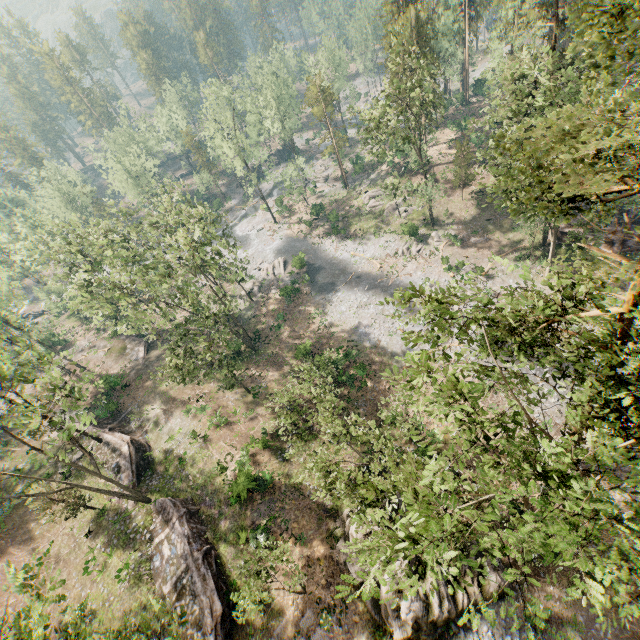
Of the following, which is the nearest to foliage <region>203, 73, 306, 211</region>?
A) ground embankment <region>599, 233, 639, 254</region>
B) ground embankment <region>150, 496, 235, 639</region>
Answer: ground embankment <region>599, 233, 639, 254</region>

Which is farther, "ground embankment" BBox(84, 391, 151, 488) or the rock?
"ground embankment" BBox(84, 391, 151, 488)

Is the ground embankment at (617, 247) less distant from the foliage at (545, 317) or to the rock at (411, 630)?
the foliage at (545, 317)

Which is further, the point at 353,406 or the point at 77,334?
the point at 77,334

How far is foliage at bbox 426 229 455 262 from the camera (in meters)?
41.22

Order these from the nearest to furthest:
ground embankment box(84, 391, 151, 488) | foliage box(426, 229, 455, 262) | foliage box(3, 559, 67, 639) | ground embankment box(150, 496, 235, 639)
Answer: foliage box(3, 559, 67, 639), ground embankment box(150, 496, 235, 639), ground embankment box(84, 391, 151, 488), foliage box(426, 229, 455, 262)

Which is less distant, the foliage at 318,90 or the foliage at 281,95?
the foliage at 281,95
